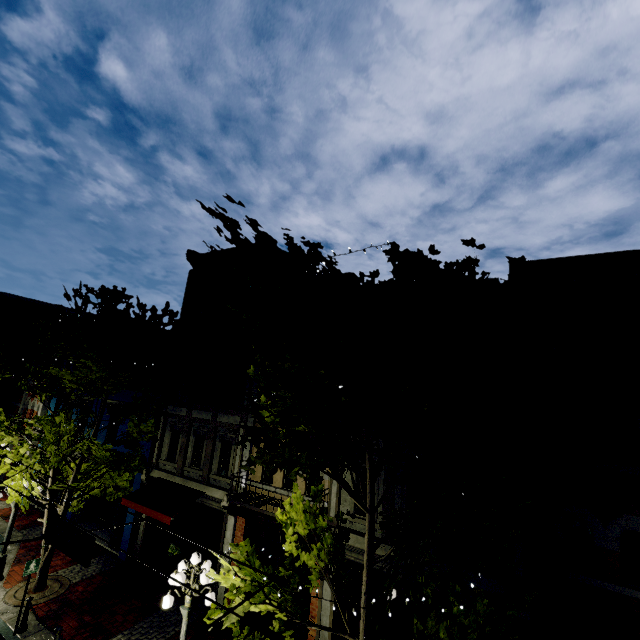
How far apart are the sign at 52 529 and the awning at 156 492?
5.6 meters

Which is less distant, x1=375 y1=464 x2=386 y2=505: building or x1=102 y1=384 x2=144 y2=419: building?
x1=375 y1=464 x2=386 y2=505: building

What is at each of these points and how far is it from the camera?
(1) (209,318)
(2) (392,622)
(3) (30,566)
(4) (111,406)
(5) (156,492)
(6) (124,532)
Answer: (1) building, 15.48m
(2) building, 8.78m
(3) sign, 9.75m
(4) building, 17.36m
(5) awning, 12.95m
(6) building, 14.15m

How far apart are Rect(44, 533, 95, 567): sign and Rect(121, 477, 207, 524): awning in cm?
564

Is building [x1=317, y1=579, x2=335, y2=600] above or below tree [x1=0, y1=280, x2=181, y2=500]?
below

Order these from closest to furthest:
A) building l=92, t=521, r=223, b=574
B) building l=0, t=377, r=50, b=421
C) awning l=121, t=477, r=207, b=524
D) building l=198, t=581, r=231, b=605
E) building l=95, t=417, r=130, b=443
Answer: building l=198, t=581, r=231, b=605 → awning l=121, t=477, r=207, b=524 → building l=92, t=521, r=223, b=574 → building l=95, t=417, r=130, b=443 → building l=0, t=377, r=50, b=421

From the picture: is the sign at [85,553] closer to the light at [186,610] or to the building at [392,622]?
the light at [186,610]
